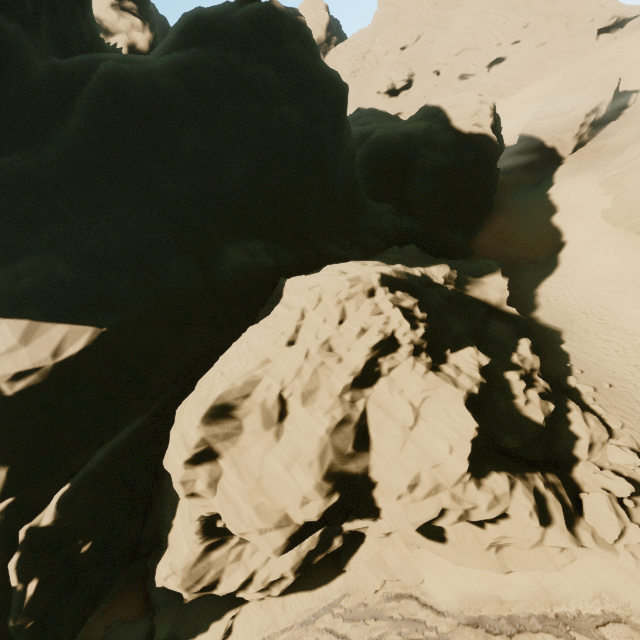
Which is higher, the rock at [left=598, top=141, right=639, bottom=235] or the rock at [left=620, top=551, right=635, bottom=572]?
the rock at [left=598, top=141, right=639, bottom=235]

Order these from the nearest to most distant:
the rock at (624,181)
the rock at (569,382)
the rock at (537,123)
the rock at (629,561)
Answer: the rock at (629,561)
the rock at (569,382)
the rock at (624,181)
the rock at (537,123)

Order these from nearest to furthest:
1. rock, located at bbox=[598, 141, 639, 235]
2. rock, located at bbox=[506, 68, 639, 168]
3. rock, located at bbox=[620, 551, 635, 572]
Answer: rock, located at bbox=[620, 551, 635, 572] → rock, located at bbox=[598, 141, 639, 235] → rock, located at bbox=[506, 68, 639, 168]

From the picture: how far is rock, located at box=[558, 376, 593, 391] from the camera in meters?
17.0

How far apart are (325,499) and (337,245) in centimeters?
1959cm

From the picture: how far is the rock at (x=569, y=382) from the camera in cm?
1700

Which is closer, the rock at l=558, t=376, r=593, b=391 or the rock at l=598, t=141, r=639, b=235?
the rock at l=558, t=376, r=593, b=391
